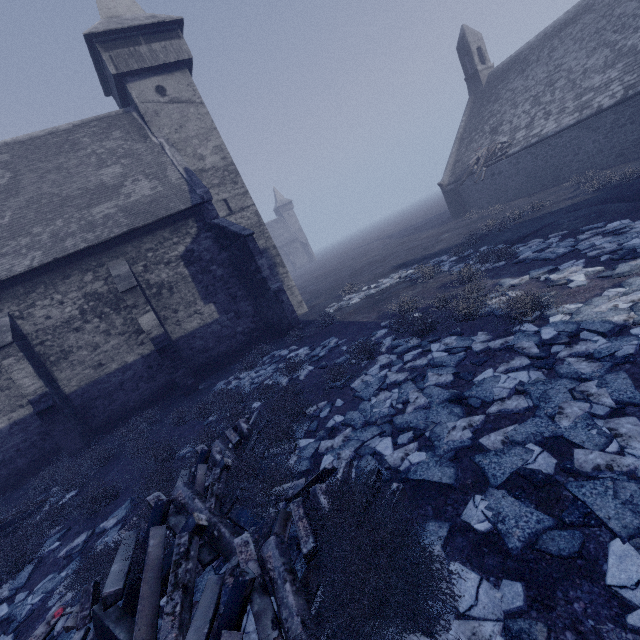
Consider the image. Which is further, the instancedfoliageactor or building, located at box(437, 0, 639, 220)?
building, located at box(437, 0, 639, 220)

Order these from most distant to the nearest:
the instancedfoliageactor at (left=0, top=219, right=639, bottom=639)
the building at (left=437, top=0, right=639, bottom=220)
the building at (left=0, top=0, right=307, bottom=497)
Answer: the building at (left=437, top=0, right=639, bottom=220) < the building at (left=0, top=0, right=307, bottom=497) < the instancedfoliageactor at (left=0, top=219, right=639, bottom=639)

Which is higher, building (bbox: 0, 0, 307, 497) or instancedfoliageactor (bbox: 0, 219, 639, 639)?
building (bbox: 0, 0, 307, 497)

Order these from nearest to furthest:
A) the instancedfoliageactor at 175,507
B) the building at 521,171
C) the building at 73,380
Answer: the instancedfoliageactor at 175,507, the building at 73,380, the building at 521,171

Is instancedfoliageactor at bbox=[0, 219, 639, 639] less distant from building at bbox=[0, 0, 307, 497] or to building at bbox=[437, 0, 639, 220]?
building at bbox=[0, 0, 307, 497]

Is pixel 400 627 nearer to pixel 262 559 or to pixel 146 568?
pixel 262 559

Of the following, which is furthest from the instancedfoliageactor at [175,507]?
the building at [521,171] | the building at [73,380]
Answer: the building at [521,171]
